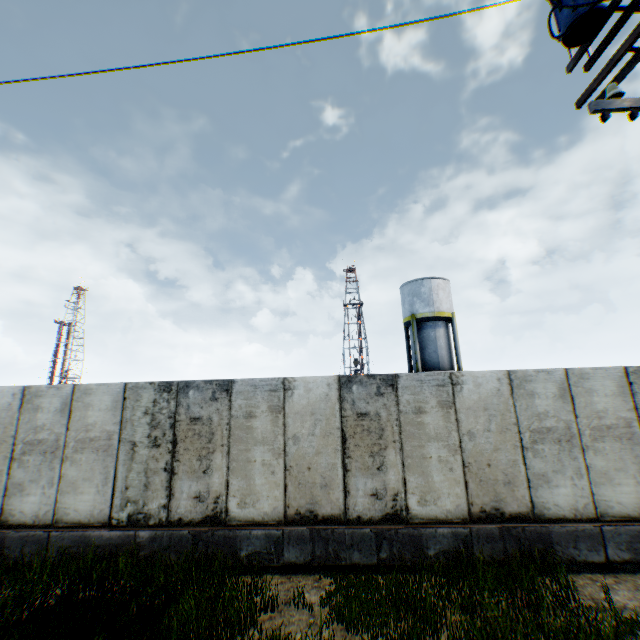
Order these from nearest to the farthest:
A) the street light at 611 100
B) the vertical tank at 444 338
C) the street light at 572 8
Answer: the street light at 611 100 < the street light at 572 8 < the vertical tank at 444 338

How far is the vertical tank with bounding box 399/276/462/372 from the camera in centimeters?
2472cm

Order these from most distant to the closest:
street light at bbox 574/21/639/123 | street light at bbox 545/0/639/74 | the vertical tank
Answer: the vertical tank → street light at bbox 545/0/639/74 → street light at bbox 574/21/639/123

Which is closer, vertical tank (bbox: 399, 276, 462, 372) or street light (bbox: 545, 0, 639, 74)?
street light (bbox: 545, 0, 639, 74)

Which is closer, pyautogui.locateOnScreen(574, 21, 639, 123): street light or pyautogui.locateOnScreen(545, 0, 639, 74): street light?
pyautogui.locateOnScreen(574, 21, 639, 123): street light

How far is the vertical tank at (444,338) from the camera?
24.72m

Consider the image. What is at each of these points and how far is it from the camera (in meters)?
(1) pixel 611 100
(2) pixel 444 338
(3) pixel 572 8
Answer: (1) street light, 3.28
(2) vertical tank, 25.12
(3) street light, 3.86
